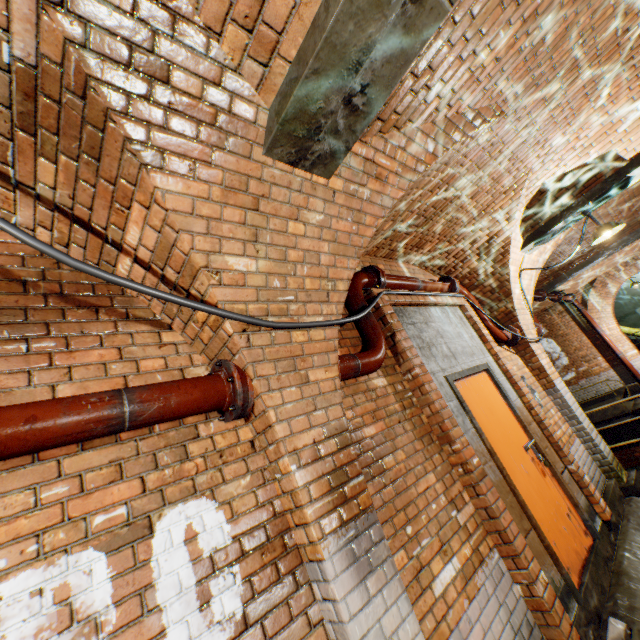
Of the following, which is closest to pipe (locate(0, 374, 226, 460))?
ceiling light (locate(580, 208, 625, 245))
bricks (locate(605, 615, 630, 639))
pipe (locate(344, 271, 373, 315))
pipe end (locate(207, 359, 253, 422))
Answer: pipe end (locate(207, 359, 253, 422))

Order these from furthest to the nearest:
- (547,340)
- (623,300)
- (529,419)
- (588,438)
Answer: (623,300)
(547,340)
(588,438)
(529,419)

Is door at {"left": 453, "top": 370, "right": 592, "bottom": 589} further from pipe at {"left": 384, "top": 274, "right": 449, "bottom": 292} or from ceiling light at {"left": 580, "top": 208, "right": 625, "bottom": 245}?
ceiling light at {"left": 580, "top": 208, "right": 625, "bottom": 245}

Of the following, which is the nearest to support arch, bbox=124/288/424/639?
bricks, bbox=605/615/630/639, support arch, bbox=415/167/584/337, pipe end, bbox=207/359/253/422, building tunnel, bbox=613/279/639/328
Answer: pipe end, bbox=207/359/253/422

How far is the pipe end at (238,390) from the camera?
1.87m

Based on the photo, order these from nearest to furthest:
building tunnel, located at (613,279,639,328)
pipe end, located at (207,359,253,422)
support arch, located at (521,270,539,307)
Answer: pipe end, located at (207,359,253,422) < support arch, located at (521,270,539,307) < building tunnel, located at (613,279,639,328)

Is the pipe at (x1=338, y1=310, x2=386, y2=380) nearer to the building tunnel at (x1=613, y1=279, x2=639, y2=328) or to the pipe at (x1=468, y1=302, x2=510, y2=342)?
the pipe at (x1=468, y1=302, x2=510, y2=342)

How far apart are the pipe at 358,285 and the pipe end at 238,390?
0.8 meters
